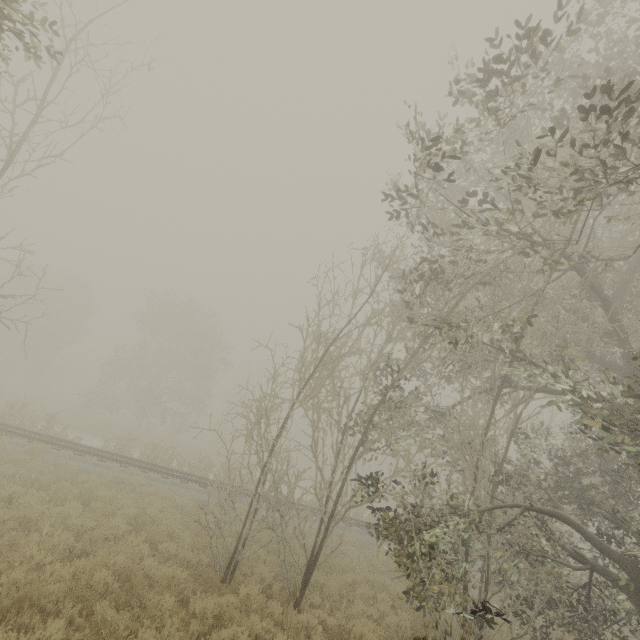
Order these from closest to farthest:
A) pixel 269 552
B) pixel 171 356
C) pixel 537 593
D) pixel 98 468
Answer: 1. pixel 537 593
2. pixel 269 552
3. pixel 98 468
4. pixel 171 356
